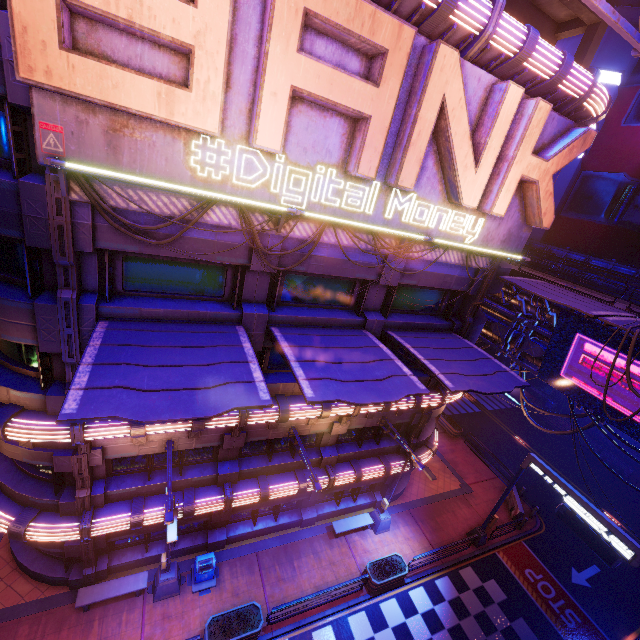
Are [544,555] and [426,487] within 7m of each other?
no

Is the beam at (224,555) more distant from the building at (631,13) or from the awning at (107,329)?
the building at (631,13)

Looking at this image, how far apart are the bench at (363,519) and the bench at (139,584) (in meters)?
9.07

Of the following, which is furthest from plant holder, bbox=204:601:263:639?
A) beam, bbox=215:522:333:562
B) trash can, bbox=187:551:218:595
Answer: beam, bbox=215:522:333:562

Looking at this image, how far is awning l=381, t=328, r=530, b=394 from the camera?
10.86m

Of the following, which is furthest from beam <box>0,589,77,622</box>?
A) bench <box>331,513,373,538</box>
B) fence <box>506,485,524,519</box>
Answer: fence <box>506,485,524,519</box>

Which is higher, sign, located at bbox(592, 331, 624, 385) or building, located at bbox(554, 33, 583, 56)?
building, located at bbox(554, 33, 583, 56)

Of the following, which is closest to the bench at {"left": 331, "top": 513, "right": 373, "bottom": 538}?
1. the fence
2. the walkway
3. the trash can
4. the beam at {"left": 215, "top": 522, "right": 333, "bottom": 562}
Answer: the beam at {"left": 215, "top": 522, "right": 333, "bottom": 562}
